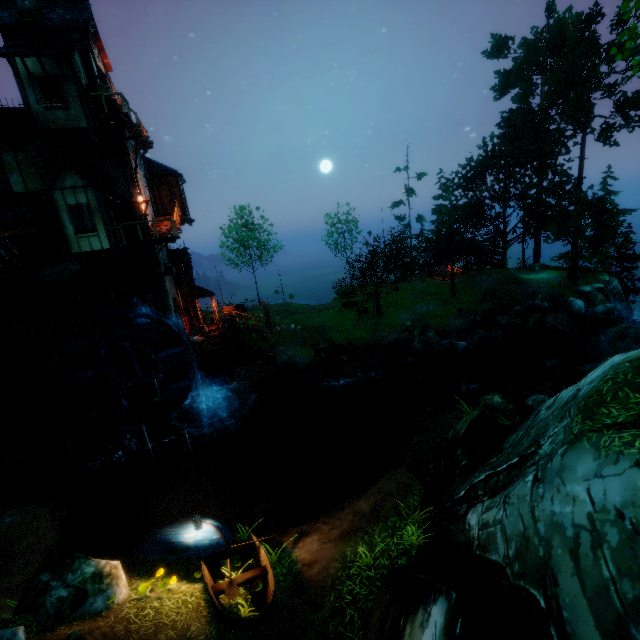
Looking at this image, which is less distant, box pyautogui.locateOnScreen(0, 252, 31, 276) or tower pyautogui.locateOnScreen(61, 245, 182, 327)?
box pyautogui.locateOnScreen(0, 252, 31, 276)

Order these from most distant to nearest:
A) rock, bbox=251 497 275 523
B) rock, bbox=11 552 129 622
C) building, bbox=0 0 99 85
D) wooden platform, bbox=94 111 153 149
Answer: wooden platform, bbox=94 111 153 149, building, bbox=0 0 99 85, rock, bbox=251 497 275 523, rock, bbox=11 552 129 622

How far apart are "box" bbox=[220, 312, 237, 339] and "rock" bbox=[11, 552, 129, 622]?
15.39m

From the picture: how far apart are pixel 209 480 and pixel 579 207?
33.5m

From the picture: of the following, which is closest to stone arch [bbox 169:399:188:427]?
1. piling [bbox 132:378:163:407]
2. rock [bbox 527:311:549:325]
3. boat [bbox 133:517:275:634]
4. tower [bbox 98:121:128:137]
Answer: tower [bbox 98:121:128:137]

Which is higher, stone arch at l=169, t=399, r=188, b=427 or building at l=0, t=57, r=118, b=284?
building at l=0, t=57, r=118, b=284

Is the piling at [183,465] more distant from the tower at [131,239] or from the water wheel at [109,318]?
the tower at [131,239]

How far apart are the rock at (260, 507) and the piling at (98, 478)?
8.7m
